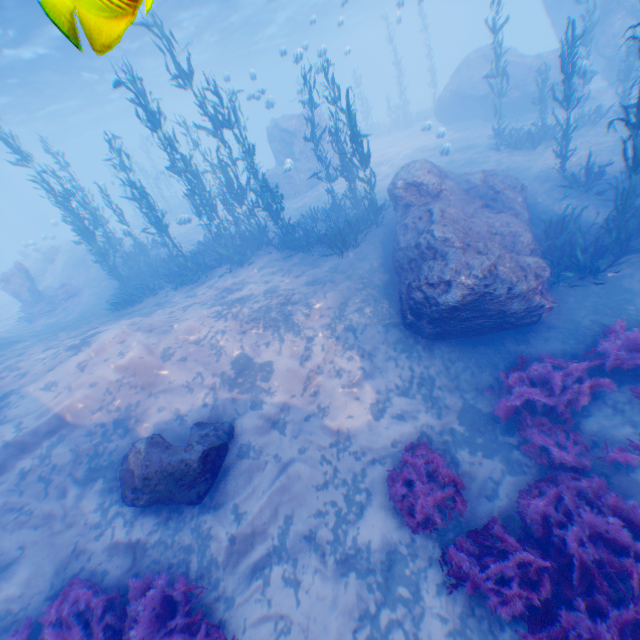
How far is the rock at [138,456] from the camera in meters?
5.4 m

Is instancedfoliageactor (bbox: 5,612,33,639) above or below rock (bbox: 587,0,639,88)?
below

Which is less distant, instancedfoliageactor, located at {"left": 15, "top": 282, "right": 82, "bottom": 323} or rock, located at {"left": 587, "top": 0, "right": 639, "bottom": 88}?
rock, located at {"left": 587, "top": 0, "right": 639, "bottom": 88}

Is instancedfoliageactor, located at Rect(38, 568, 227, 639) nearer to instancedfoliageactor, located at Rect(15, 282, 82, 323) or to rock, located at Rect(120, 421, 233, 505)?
rock, located at Rect(120, 421, 233, 505)

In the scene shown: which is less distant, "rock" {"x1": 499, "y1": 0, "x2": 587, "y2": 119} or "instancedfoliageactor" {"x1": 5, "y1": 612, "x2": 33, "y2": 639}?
"instancedfoliageactor" {"x1": 5, "y1": 612, "x2": 33, "y2": 639}

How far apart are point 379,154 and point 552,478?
23.89m

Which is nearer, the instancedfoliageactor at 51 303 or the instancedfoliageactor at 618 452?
the instancedfoliageactor at 618 452
